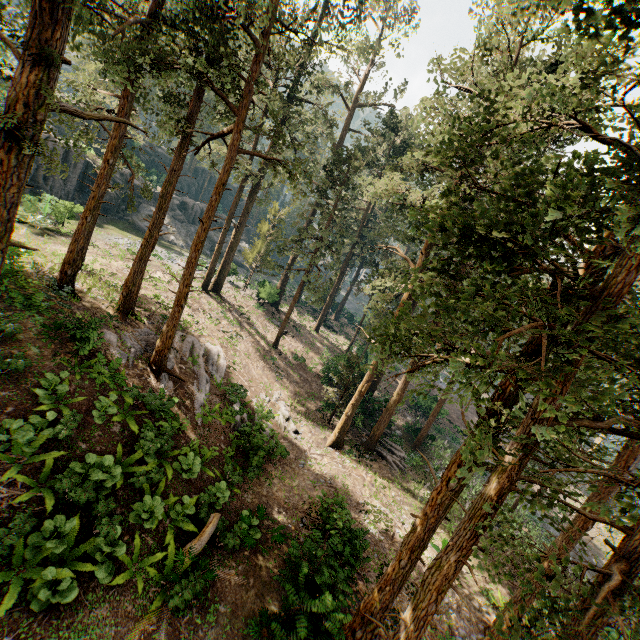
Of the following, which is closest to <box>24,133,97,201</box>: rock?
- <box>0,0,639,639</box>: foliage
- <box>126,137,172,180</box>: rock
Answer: <box>126,137,172,180</box>: rock

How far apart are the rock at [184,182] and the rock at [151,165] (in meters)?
2.15

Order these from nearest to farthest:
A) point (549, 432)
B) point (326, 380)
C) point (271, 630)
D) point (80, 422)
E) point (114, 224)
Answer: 1. point (549, 432)
2. point (271, 630)
3. point (80, 422)
4. point (326, 380)
5. point (114, 224)

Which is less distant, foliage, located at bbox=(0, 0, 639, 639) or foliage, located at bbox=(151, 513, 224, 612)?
foliage, located at bbox=(0, 0, 639, 639)

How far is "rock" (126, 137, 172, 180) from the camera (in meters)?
50.31

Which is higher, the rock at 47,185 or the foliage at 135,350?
the rock at 47,185

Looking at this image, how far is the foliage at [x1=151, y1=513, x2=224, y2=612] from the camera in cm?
890

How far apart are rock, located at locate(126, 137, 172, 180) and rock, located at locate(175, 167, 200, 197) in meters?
2.1 m
